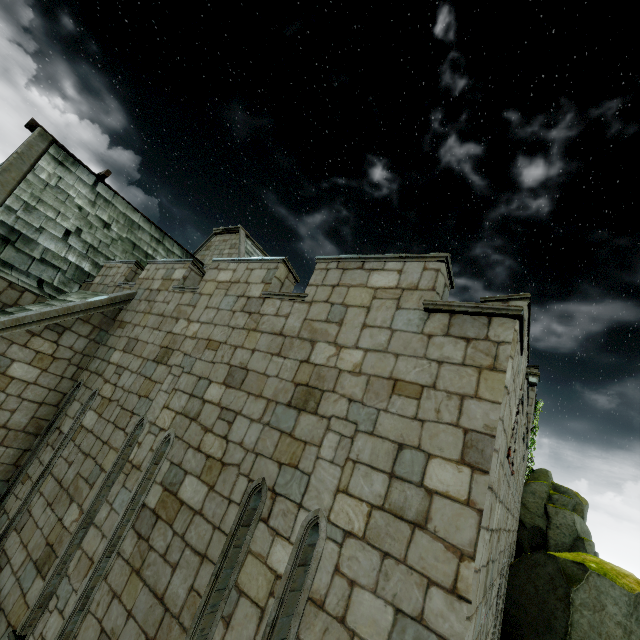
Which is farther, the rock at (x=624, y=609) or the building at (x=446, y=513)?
the rock at (x=624, y=609)

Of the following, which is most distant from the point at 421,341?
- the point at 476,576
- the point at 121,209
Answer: the point at 121,209

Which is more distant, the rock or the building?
the rock
